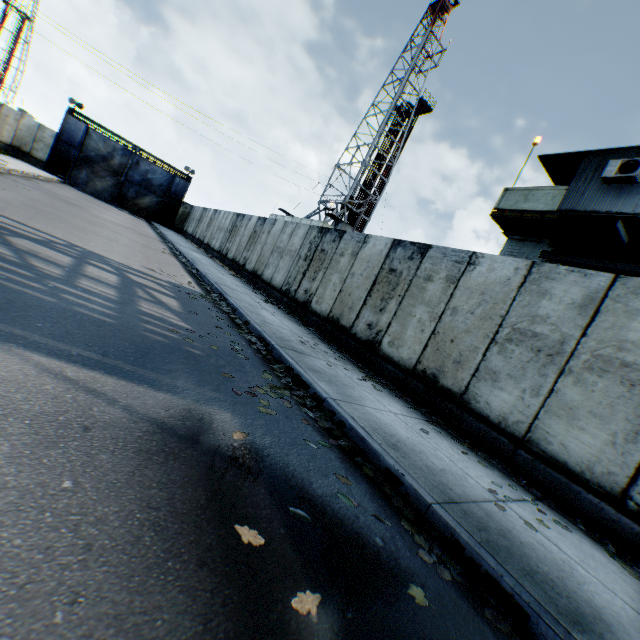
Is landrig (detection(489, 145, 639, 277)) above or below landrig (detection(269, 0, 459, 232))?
below

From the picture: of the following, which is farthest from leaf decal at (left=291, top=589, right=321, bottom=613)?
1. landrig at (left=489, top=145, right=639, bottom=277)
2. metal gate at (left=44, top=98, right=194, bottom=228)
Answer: metal gate at (left=44, top=98, right=194, bottom=228)

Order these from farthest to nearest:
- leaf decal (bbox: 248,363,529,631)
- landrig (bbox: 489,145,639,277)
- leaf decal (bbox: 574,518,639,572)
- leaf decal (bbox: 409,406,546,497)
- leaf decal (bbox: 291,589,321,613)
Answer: landrig (bbox: 489,145,639,277), leaf decal (bbox: 409,406,546,497), leaf decal (bbox: 574,518,639,572), leaf decal (bbox: 248,363,529,631), leaf decal (bbox: 291,589,321,613)

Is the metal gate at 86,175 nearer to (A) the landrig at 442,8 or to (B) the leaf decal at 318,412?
(A) the landrig at 442,8

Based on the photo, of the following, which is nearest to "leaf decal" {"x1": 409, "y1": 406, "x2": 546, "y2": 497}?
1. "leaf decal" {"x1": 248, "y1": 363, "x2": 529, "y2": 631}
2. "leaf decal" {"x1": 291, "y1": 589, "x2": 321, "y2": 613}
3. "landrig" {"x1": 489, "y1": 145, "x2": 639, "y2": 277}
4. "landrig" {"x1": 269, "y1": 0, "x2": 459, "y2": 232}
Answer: "leaf decal" {"x1": 248, "y1": 363, "x2": 529, "y2": 631}

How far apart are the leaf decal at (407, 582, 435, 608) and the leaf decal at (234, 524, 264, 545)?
0.9m

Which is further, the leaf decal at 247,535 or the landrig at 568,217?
the landrig at 568,217

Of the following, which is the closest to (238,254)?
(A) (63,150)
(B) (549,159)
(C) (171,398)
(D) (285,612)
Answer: (B) (549,159)
